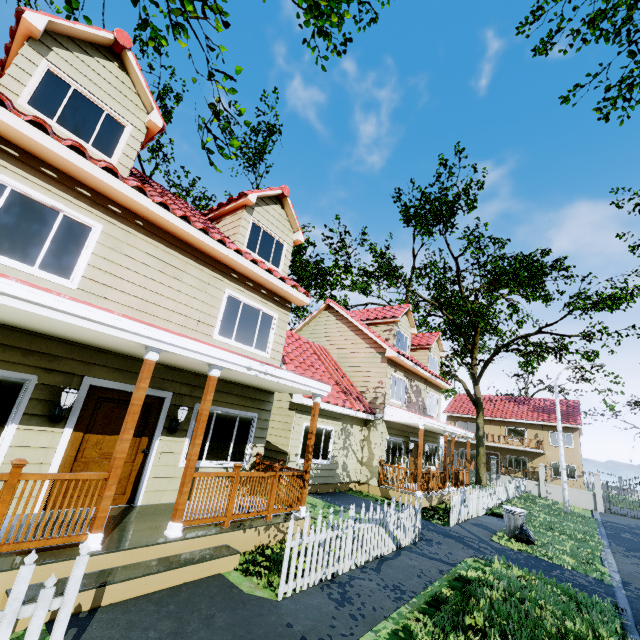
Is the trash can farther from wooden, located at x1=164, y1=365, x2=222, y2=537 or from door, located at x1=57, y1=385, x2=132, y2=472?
door, located at x1=57, y1=385, x2=132, y2=472

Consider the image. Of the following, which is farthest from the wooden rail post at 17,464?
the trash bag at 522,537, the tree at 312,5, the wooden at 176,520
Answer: the trash bag at 522,537

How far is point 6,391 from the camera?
5.1m

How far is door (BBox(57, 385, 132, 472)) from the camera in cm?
573

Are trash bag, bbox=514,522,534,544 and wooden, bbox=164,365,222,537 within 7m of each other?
no

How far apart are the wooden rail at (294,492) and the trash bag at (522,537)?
7.2 meters

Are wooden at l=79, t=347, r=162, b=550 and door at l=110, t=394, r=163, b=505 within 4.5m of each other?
yes

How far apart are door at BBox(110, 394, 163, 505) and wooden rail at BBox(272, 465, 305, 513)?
2.74m
